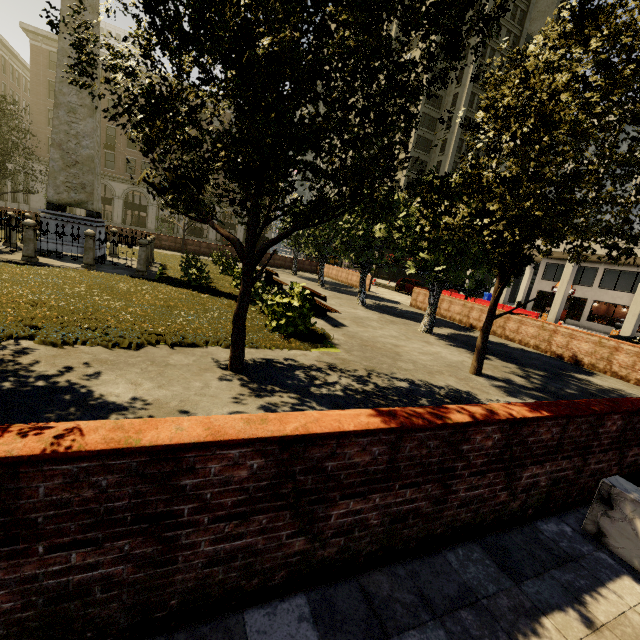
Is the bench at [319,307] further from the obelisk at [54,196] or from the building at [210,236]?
the building at [210,236]

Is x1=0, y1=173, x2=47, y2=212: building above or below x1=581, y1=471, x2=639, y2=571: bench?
above

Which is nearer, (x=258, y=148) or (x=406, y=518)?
(x=406, y=518)

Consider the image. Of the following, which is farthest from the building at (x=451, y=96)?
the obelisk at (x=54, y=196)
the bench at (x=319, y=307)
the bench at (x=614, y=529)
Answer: the obelisk at (x=54, y=196)

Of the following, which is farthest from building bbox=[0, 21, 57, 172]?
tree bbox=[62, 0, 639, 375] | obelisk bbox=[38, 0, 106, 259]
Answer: obelisk bbox=[38, 0, 106, 259]

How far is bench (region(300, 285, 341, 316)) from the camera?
10.63m

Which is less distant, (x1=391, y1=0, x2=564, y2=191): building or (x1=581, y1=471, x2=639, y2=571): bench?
(x1=581, y1=471, x2=639, y2=571): bench

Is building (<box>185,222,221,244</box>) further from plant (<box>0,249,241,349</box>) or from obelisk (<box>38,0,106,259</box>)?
obelisk (<box>38,0,106,259</box>)
